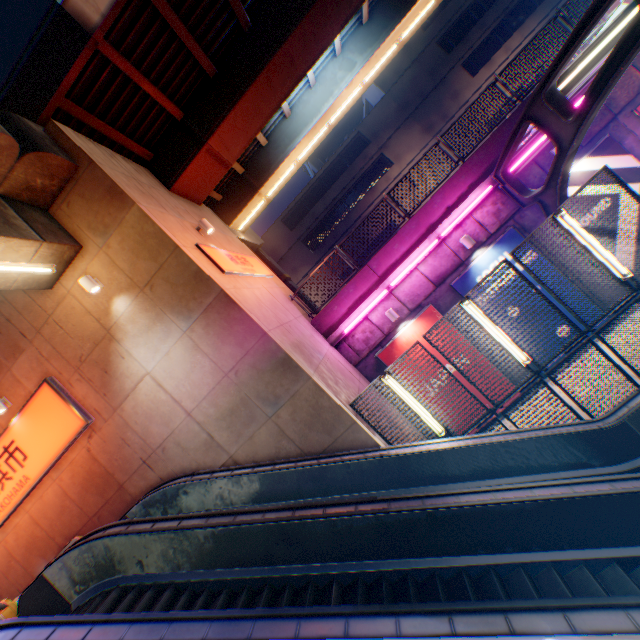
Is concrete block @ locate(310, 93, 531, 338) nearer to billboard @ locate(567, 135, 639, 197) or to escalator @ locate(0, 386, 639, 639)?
billboard @ locate(567, 135, 639, 197)

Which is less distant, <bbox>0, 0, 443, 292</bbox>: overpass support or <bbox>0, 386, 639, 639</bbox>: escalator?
<bbox>0, 386, 639, 639</bbox>: escalator

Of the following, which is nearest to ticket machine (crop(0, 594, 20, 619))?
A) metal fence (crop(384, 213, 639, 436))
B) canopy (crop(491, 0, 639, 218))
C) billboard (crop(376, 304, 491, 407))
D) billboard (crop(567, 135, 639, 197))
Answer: metal fence (crop(384, 213, 639, 436))

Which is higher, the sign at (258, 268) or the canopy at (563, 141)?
the sign at (258, 268)

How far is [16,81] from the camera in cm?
802

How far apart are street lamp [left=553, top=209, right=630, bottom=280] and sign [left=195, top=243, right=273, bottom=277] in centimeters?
768cm

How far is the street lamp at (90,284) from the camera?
7.8 meters

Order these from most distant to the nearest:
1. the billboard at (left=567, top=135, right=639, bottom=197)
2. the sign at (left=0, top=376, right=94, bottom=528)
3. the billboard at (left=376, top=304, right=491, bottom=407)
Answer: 1. the billboard at (left=376, top=304, right=491, bottom=407)
2. the billboard at (left=567, top=135, right=639, bottom=197)
3. the sign at (left=0, top=376, right=94, bottom=528)
